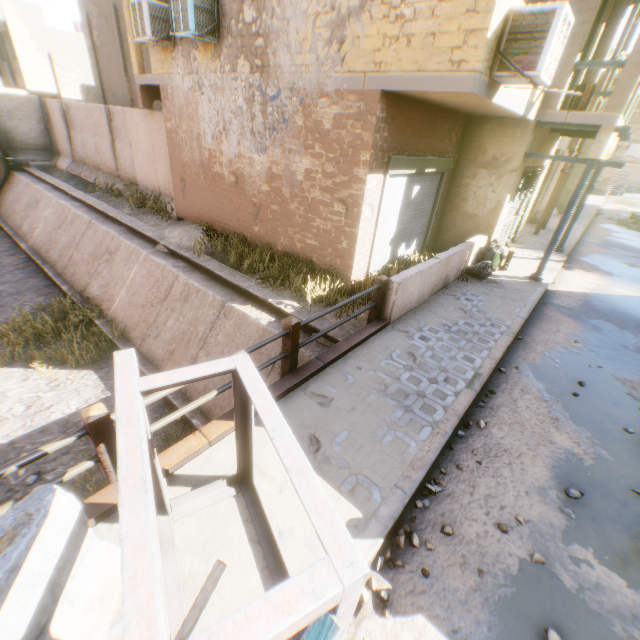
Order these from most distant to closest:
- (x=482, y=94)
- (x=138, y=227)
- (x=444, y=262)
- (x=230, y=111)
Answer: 1. (x=138, y=227)
2. (x=230, y=111)
3. (x=444, y=262)
4. (x=482, y=94)

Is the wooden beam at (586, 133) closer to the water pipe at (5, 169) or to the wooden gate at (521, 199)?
the wooden gate at (521, 199)

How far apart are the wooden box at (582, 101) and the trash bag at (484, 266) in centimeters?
335cm

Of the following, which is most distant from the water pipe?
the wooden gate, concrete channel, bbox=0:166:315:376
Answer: the wooden gate

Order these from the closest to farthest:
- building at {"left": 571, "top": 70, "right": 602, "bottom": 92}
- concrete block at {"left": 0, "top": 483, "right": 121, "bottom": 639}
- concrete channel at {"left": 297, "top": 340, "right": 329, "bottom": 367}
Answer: concrete block at {"left": 0, "top": 483, "right": 121, "bottom": 639} → concrete channel at {"left": 297, "top": 340, "right": 329, "bottom": 367} → building at {"left": 571, "top": 70, "right": 602, "bottom": 92}

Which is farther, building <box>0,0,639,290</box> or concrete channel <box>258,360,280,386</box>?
concrete channel <box>258,360,280,386</box>

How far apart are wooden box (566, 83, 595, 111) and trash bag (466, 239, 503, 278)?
3.4 meters

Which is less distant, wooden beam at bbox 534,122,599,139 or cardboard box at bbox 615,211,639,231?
wooden beam at bbox 534,122,599,139
